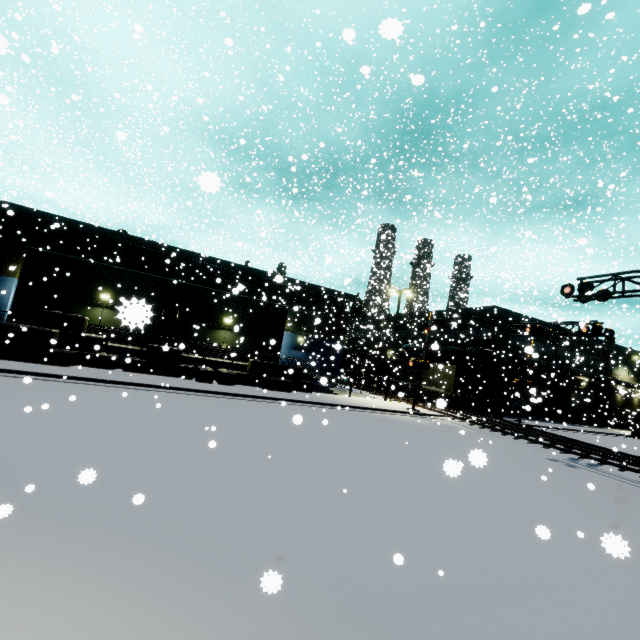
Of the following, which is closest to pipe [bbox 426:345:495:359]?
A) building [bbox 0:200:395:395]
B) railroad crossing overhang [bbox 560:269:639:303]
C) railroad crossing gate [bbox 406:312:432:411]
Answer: building [bbox 0:200:395:395]

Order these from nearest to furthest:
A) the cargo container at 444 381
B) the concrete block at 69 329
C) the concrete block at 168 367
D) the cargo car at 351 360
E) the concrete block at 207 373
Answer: the concrete block at 69 329 < the concrete block at 168 367 < the concrete block at 207 373 < the cargo container at 444 381 < the cargo car at 351 360

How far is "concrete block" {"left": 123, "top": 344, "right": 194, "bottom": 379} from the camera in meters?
19.3

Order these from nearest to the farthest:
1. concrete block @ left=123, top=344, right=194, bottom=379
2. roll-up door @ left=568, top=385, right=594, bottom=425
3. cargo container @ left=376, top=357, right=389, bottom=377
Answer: concrete block @ left=123, top=344, right=194, bottom=379 < roll-up door @ left=568, top=385, right=594, bottom=425 < cargo container @ left=376, top=357, right=389, bottom=377

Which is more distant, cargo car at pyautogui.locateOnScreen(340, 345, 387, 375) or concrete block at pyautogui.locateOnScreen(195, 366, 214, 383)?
cargo car at pyautogui.locateOnScreen(340, 345, 387, 375)

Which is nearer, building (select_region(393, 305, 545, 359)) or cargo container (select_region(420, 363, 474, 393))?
cargo container (select_region(420, 363, 474, 393))

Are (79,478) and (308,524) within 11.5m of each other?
yes

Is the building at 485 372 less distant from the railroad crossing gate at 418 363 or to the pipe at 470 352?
the pipe at 470 352
